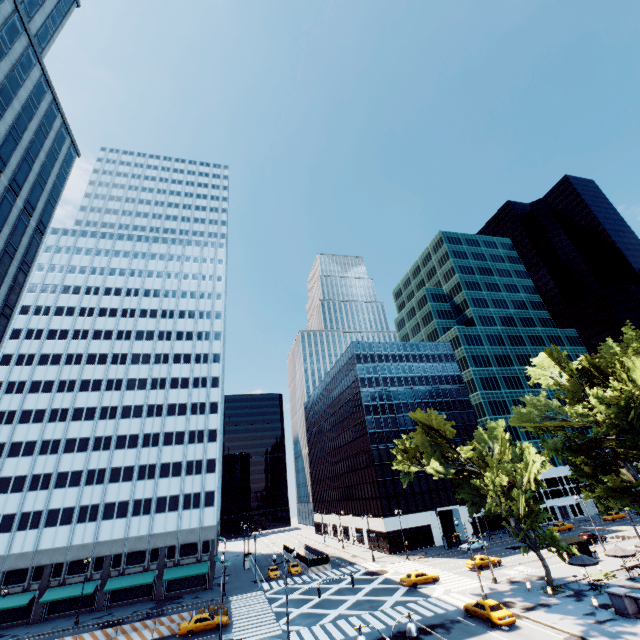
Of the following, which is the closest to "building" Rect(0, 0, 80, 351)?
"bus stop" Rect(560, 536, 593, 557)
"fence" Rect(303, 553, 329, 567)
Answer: "fence" Rect(303, 553, 329, 567)

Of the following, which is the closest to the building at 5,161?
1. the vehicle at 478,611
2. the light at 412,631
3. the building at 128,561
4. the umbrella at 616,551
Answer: the light at 412,631

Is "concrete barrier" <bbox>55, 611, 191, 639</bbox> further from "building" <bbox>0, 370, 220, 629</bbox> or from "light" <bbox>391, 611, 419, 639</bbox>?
"light" <bbox>391, 611, 419, 639</bbox>

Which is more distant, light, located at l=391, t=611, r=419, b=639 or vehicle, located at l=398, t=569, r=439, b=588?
vehicle, located at l=398, t=569, r=439, b=588

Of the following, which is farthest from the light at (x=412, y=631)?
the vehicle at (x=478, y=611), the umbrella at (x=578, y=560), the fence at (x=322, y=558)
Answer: the fence at (x=322, y=558)

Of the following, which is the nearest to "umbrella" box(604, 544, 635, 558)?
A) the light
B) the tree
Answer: the tree

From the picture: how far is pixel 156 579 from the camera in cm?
5138

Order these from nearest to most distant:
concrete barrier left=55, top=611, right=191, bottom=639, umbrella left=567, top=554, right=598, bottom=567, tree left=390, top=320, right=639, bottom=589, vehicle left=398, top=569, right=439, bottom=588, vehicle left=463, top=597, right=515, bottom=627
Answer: vehicle left=463, top=597, right=515, bottom=627 → tree left=390, top=320, right=639, bottom=589 → umbrella left=567, top=554, right=598, bottom=567 → concrete barrier left=55, top=611, right=191, bottom=639 → vehicle left=398, top=569, right=439, bottom=588
